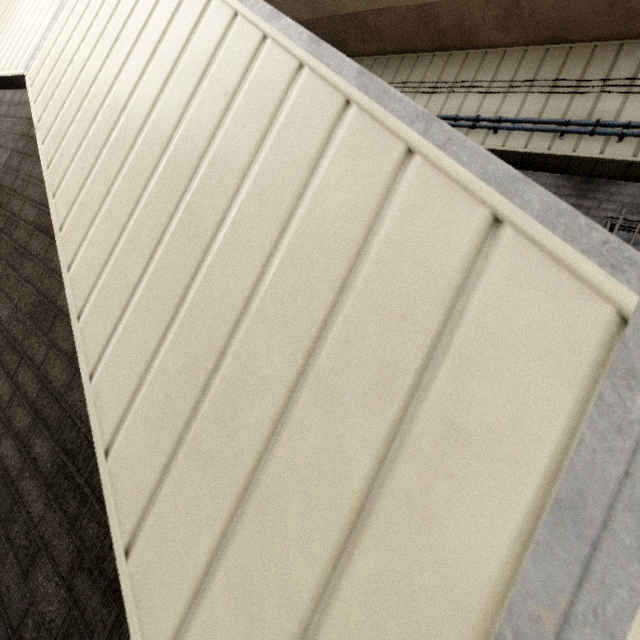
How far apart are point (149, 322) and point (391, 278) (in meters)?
0.62
